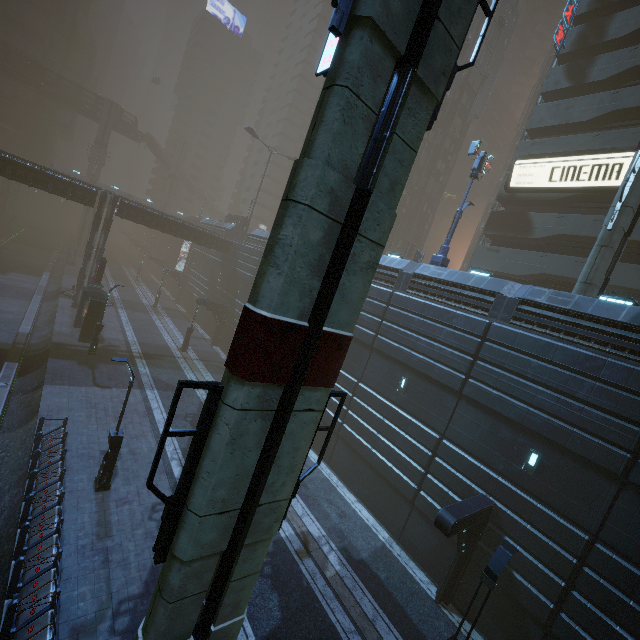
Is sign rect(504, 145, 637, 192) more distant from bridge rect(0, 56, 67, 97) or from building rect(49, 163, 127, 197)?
bridge rect(0, 56, 67, 97)

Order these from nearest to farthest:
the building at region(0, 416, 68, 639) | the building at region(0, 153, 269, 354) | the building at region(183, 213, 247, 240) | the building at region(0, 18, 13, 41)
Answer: the building at region(0, 416, 68, 639), the building at region(0, 153, 269, 354), the building at region(183, 213, 247, 240), the building at region(0, 18, 13, 41)

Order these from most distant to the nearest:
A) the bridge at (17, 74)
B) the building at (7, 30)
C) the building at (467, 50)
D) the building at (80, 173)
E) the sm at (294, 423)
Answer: the building at (7, 30)
the bridge at (17, 74)
the building at (80, 173)
the building at (467, 50)
the sm at (294, 423)

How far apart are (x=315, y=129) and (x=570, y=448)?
13.8 meters

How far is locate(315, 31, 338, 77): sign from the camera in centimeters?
627cm

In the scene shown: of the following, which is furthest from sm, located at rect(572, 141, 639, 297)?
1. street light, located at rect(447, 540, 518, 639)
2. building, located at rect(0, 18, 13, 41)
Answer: building, located at rect(0, 18, 13, 41)

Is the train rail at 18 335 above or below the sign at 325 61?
below

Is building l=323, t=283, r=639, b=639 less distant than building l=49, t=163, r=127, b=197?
Yes
